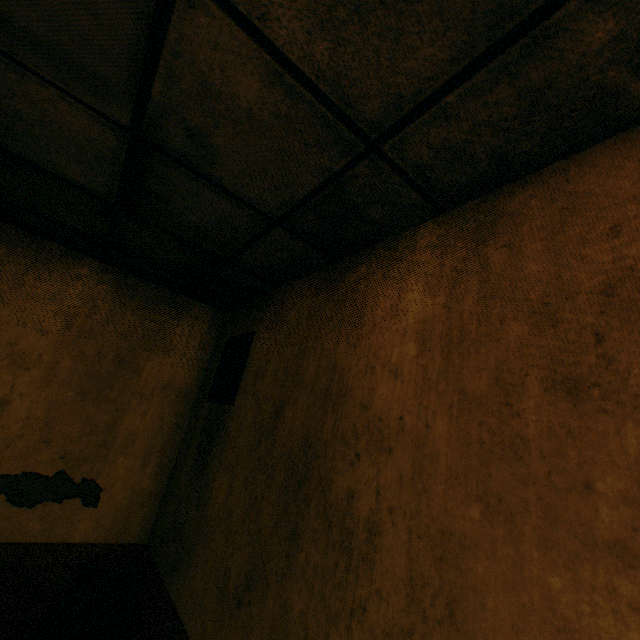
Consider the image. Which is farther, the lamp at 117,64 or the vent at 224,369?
the vent at 224,369

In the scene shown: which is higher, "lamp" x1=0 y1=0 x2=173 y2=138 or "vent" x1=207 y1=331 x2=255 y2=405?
"lamp" x1=0 y1=0 x2=173 y2=138

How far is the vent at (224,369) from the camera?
2.3m

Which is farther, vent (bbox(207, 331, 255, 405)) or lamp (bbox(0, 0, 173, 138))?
vent (bbox(207, 331, 255, 405))

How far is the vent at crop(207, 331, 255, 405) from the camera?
2.3m

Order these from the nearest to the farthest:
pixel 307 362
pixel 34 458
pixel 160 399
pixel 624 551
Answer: pixel 624 551 < pixel 307 362 < pixel 34 458 < pixel 160 399
